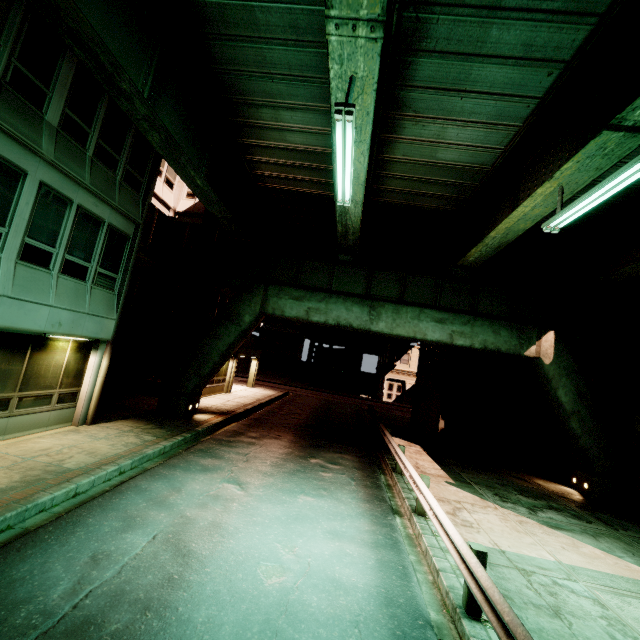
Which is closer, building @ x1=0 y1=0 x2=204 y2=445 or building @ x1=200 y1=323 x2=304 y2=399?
building @ x1=0 y1=0 x2=204 y2=445

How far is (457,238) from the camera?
16.92m

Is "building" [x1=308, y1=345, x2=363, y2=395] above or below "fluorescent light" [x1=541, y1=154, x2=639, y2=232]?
below

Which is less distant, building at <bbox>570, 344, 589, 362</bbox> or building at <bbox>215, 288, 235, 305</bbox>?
building at <bbox>570, 344, 589, 362</bbox>

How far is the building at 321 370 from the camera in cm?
4550

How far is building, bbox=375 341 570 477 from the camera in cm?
1698

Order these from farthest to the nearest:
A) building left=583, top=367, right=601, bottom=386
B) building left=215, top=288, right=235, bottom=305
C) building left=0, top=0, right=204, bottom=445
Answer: building left=215, top=288, right=235, bottom=305
building left=583, top=367, right=601, bottom=386
building left=0, top=0, right=204, bottom=445

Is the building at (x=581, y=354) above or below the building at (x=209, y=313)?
above
